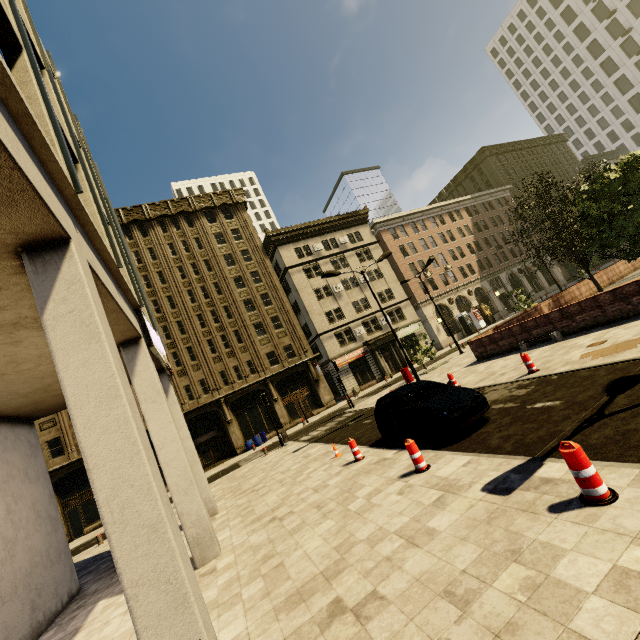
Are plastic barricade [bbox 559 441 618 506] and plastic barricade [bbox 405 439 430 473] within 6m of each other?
yes

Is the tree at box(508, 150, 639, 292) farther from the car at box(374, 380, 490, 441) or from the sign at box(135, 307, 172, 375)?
the sign at box(135, 307, 172, 375)

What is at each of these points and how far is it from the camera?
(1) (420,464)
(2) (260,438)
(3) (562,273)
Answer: (1) plastic barricade, 7.2m
(2) barrel, 30.8m
(3) building, 55.0m

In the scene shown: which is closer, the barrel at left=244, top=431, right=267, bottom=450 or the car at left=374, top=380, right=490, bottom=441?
the car at left=374, top=380, right=490, bottom=441

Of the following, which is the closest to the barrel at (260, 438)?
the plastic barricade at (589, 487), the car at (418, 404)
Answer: the car at (418, 404)

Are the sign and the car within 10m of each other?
yes

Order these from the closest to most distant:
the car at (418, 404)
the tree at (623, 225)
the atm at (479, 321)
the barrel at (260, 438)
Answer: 1. the car at (418, 404)
2. the tree at (623, 225)
3. the barrel at (260, 438)
4. the atm at (479, 321)

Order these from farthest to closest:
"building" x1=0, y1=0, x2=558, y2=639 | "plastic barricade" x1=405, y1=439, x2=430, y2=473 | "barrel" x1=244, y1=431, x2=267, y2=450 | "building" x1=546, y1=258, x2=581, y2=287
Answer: "building" x1=546, y1=258, x2=581, y2=287
"barrel" x1=244, y1=431, x2=267, y2=450
"plastic barricade" x1=405, y1=439, x2=430, y2=473
"building" x1=0, y1=0, x2=558, y2=639
